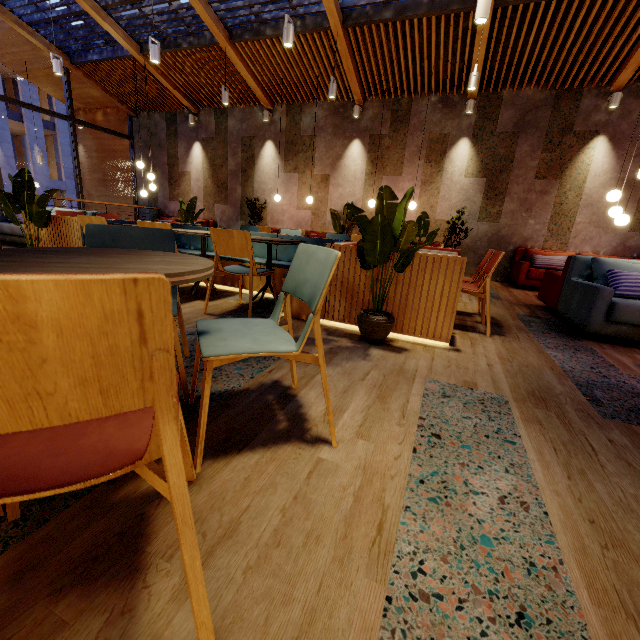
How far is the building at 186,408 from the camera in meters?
1.4 m

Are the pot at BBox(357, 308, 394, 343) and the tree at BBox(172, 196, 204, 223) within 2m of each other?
no

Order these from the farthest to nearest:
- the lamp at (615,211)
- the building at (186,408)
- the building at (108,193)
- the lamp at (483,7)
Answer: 1. the building at (108,193)
2. the lamp at (615,211)
3. the lamp at (483,7)
4. the building at (186,408)

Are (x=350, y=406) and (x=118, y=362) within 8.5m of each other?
yes

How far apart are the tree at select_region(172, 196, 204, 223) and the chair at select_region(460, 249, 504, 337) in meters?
5.2

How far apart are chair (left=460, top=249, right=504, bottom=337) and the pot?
0.8 meters

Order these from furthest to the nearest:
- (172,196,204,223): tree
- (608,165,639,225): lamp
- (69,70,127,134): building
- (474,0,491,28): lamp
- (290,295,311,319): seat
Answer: (69,70,127,134): building < (172,196,204,223): tree < (608,165,639,225): lamp < (474,0,491,28): lamp < (290,295,311,319): seat

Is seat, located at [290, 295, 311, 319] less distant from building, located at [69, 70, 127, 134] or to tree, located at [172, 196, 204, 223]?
tree, located at [172, 196, 204, 223]
